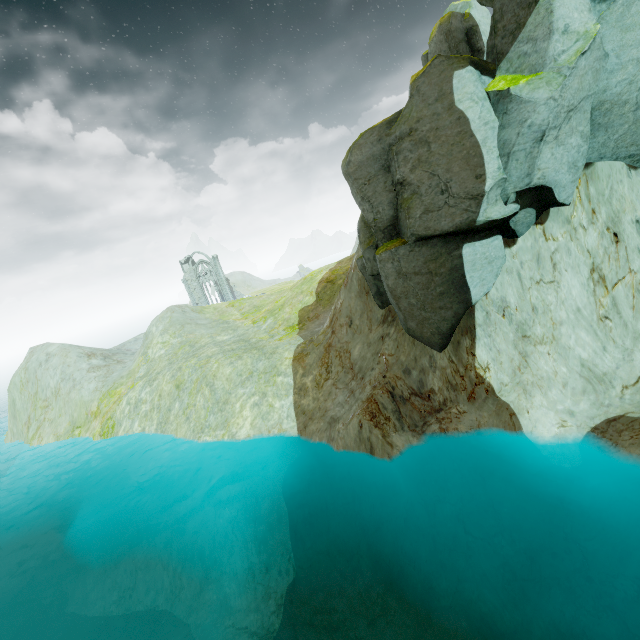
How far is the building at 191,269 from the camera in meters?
58.4

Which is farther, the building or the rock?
the building

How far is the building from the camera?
58.45m

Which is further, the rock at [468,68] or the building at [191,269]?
the building at [191,269]

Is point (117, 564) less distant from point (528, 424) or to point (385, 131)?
point (528, 424)
